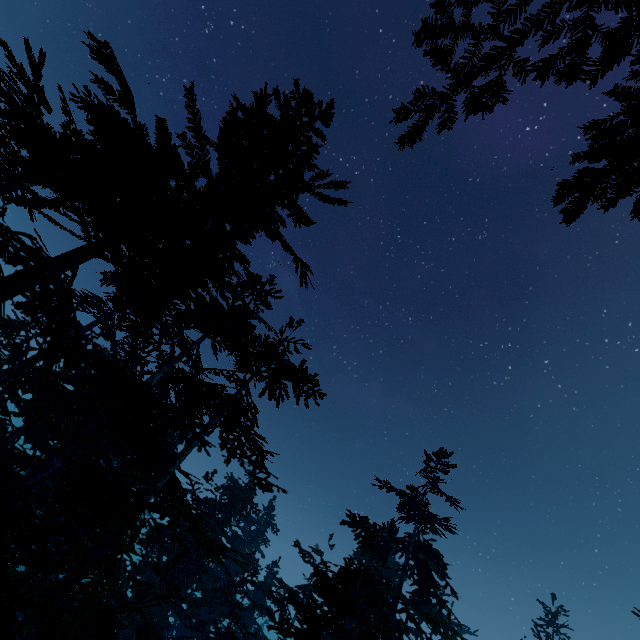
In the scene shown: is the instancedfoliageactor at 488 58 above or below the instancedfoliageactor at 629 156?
below

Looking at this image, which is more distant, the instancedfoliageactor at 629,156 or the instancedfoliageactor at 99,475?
the instancedfoliageactor at 629,156

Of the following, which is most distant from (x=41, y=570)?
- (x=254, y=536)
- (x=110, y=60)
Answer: (x=254, y=536)

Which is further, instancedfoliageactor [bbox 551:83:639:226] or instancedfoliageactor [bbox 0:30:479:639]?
instancedfoliageactor [bbox 551:83:639:226]

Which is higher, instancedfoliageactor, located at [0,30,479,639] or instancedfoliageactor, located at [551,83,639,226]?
instancedfoliageactor, located at [551,83,639,226]
